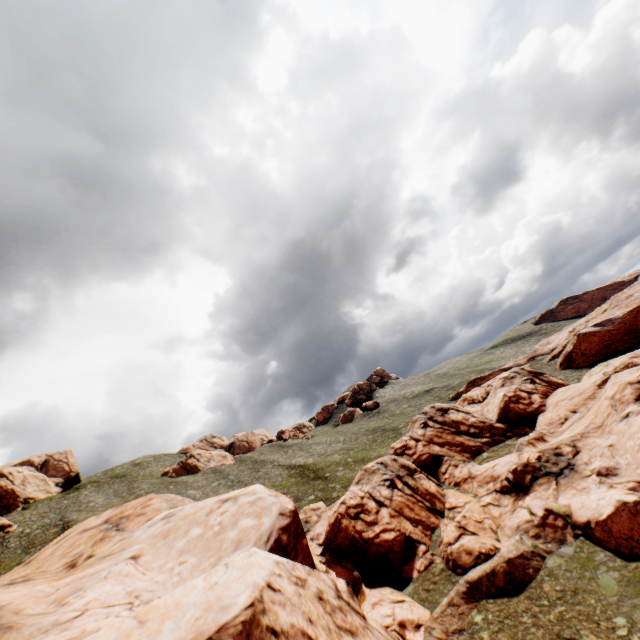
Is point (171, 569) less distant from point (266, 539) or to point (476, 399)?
point (266, 539)

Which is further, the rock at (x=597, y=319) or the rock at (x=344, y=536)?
the rock at (x=597, y=319)

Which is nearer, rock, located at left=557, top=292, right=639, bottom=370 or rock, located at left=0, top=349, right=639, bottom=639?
rock, located at left=0, top=349, right=639, bottom=639
